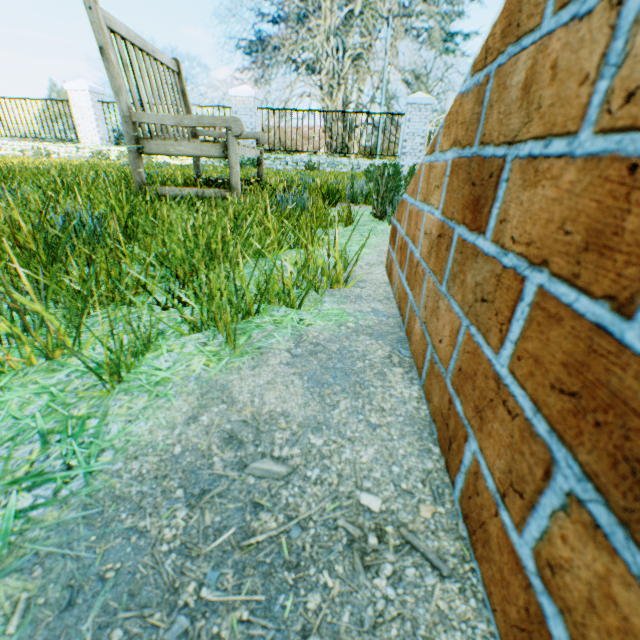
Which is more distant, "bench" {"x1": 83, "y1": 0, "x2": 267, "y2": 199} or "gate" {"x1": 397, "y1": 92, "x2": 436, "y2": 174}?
"gate" {"x1": 397, "y1": 92, "x2": 436, "y2": 174}

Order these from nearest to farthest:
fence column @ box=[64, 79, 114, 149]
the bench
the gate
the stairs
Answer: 1. the stairs
2. the bench
3. the gate
4. fence column @ box=[64, 79, 114, 149]

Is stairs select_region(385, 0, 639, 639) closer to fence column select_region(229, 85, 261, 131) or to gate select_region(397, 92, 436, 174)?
gate select_region(397, 92, 436, 174)

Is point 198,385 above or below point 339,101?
below

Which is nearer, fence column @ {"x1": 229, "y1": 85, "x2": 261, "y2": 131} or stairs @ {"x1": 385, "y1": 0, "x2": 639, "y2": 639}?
stairs @ {"x1": 385, "y1": 0, "x2": 639, "y2": 639}

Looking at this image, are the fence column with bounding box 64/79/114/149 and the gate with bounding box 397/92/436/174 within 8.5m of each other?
no

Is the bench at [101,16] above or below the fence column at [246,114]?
below

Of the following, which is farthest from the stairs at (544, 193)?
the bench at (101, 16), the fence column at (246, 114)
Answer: the fence column at (246, 114)
